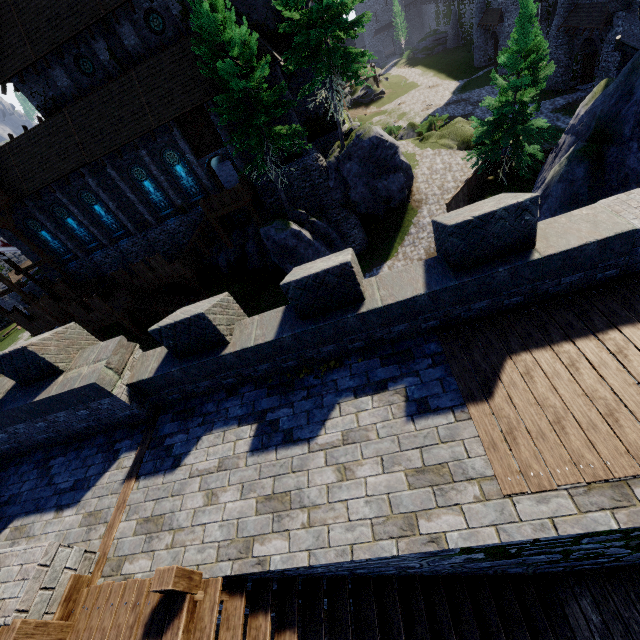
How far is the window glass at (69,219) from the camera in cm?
2615

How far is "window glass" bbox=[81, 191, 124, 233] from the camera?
25.5 meters

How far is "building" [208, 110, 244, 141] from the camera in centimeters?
2155cm

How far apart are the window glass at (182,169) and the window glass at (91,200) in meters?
6.5 m

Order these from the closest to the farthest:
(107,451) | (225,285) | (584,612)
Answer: (584,612) < (107,451) < (225,285)

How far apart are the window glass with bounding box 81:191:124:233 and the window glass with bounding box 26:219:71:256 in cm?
451

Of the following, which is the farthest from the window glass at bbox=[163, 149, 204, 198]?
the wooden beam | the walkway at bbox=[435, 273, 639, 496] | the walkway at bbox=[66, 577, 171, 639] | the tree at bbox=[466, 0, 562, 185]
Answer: the walkway at bbox=[66, 577, 171, 639]

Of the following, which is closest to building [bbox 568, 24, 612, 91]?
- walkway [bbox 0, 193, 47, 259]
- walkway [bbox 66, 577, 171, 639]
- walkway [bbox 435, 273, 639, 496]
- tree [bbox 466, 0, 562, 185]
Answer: tree [bbox 466, 0, 562, 185]
